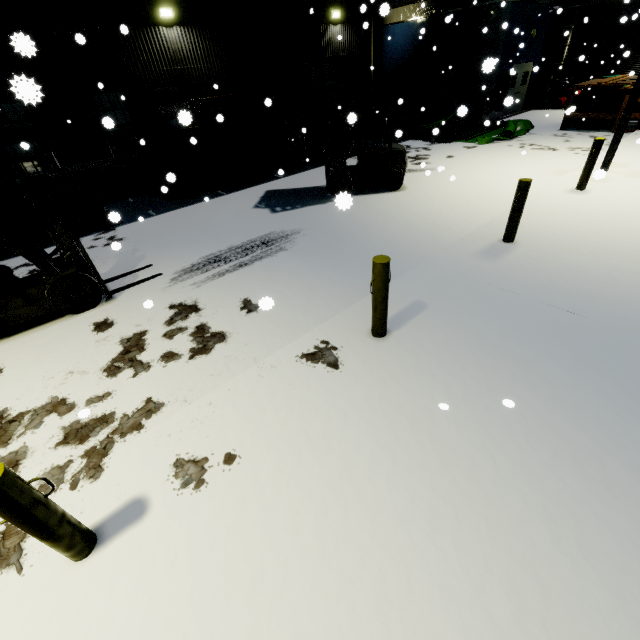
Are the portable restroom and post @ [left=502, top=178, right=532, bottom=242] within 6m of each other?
no

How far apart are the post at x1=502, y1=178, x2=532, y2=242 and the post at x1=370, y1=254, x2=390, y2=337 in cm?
351

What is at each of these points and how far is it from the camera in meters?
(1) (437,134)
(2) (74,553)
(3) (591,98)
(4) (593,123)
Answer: (1) pipe, 16.5
(2) post, 2.5
(3) pallet, 14.2
(4) pallet, 14.6

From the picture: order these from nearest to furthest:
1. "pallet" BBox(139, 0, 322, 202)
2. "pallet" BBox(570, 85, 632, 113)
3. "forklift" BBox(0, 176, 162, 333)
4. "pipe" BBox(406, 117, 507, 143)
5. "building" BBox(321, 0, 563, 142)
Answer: "forklift" BBox(0, 176, 162, 333) < "pallet" BBox(139, 0, 322, 202) < "pallet" BBox(570, 85, 632, 113) < "pipe" BBox(406, 117, 507, 143) < "building" BBox(321, 0, 563, 142)

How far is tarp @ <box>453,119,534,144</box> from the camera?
14.2m

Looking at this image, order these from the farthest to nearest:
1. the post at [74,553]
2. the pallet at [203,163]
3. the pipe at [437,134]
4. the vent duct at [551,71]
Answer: the vent duct at [551,71]
the pipe at [437,134]
the pallet at [203,163]
the post at [74,553]

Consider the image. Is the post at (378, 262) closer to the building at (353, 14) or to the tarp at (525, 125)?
the building at (353, 14)

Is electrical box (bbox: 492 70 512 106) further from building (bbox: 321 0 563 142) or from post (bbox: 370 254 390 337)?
post (bbox: 370 254 390 337)
